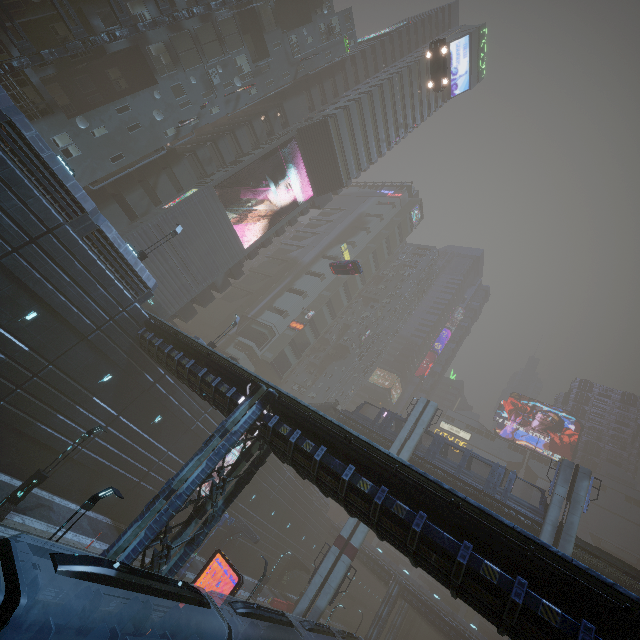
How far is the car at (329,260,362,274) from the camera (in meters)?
37.25

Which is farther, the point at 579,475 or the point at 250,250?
the point at 250,250

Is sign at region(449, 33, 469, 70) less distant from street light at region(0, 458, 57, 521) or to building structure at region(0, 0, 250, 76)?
building structure at region(0, 0, 250, 76)

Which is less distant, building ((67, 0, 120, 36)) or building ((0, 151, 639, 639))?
building ((0, 151, 639, 639))

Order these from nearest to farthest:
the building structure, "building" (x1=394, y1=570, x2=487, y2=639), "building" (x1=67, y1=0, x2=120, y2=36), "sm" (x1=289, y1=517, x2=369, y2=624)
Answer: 1. the building structure
2. "building" (x1=67, y1=0, x2=120, y2=36)
3. "sm" (x1=289, y1=517, x2=369, y2=624)
4. "building" (x1=394, y1=570, x2=487, y2=639)

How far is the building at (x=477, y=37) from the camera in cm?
5788

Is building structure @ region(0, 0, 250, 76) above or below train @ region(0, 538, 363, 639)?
above

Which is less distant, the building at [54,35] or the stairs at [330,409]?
the building at [54,35]
